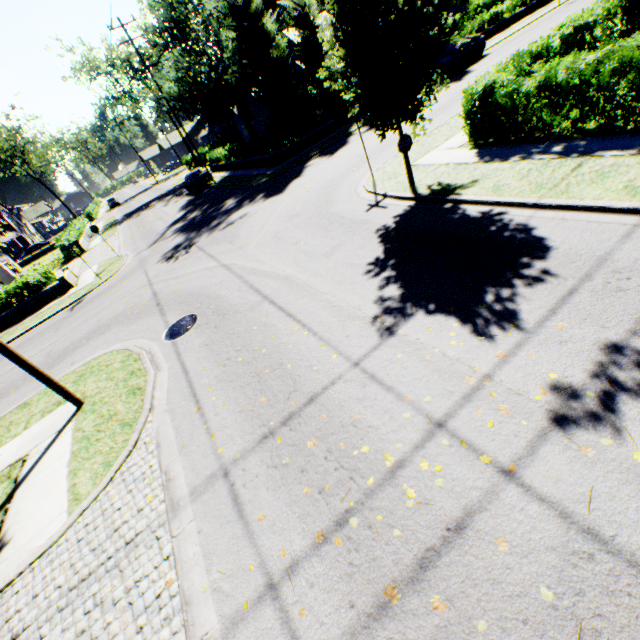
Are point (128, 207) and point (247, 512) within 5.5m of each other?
no

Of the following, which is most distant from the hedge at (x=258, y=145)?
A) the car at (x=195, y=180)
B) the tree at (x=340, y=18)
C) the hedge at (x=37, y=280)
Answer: the hedge at (x=37, y=280)

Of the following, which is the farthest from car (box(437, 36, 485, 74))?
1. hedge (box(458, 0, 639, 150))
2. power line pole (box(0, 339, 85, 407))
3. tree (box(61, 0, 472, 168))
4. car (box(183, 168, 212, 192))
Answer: power line pole (box(0, 339, 85, 407))

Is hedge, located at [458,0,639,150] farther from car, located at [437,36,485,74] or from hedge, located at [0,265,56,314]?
hedge, located at [0,265,56,314]

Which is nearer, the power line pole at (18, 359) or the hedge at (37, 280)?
the power line pole at (18, 359)

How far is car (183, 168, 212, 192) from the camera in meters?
29.5 m

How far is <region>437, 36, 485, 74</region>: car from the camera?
23.0m

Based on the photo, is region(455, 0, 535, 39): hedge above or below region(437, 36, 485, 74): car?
above
